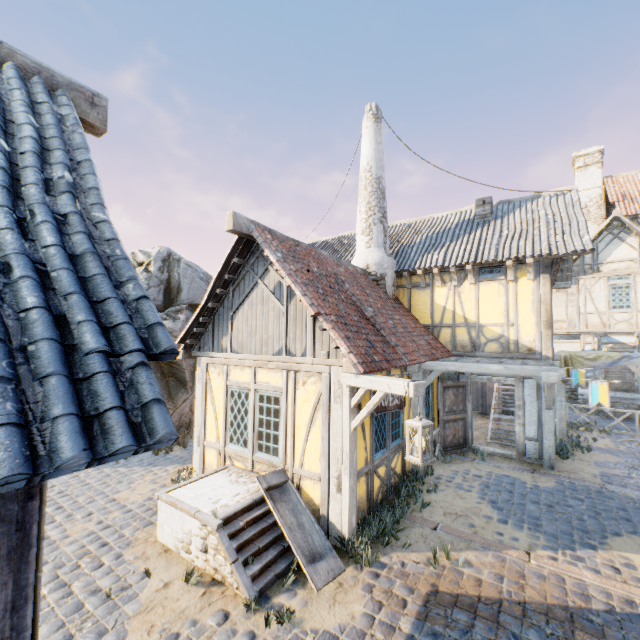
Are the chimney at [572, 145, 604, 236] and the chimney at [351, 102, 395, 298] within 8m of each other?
no

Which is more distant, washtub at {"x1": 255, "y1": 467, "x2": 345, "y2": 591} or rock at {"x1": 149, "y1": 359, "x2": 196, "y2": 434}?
rock at {"x1": 149, "y1": 359, "x2": 196, "y2": 434}

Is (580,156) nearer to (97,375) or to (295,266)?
(295,266)

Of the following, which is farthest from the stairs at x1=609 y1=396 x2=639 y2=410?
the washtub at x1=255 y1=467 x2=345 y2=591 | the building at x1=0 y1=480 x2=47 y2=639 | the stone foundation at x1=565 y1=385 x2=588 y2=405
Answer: the building at x1=0 y1=480 x2=47 y2=639

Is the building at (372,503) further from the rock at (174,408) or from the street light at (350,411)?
the rock at (174,408)

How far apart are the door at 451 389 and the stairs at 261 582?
5.4 meters

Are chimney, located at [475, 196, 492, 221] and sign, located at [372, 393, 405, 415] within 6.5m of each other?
no

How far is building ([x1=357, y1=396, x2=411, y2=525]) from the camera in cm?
593
